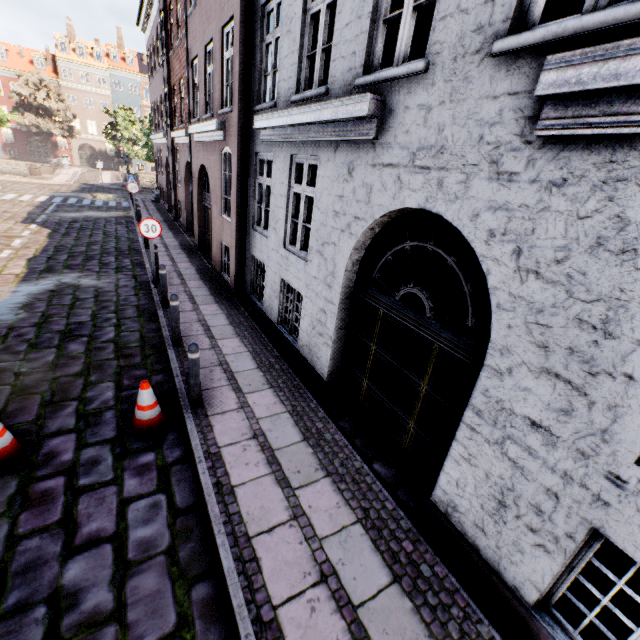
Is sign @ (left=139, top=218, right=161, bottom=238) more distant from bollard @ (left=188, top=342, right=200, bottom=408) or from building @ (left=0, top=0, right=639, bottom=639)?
bollard @ (left=188, top=342, right=200, bottom=408)

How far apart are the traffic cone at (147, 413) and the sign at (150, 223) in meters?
5.4

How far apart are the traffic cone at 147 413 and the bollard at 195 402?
0.28m

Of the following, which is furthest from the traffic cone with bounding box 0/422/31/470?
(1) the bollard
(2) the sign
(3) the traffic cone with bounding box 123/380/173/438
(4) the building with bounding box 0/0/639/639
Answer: (2) the sign

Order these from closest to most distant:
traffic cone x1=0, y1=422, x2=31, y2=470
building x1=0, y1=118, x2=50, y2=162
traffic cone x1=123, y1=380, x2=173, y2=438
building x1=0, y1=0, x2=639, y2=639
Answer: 1. building x1=0, y1=0, x2=639, y2=639
2. traffic cone x1=0, y1=422, x2=31, y2=470
3. traffic cone x1=123, y1=380, x2=173, y2=438
4. building x1=0, y1=118, x2=50, y2=162

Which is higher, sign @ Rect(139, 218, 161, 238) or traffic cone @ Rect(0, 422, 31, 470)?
sign @ Rect(139, 218, 161, 238)

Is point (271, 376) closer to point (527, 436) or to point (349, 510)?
point (349, 510)

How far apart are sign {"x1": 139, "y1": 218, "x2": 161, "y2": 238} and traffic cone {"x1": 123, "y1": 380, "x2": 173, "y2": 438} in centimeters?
541cm
